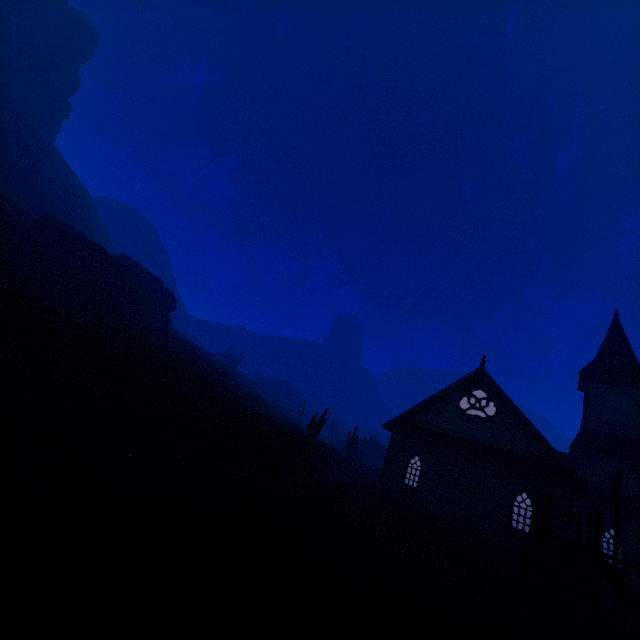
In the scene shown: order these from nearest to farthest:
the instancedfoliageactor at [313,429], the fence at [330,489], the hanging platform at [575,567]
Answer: the fence at [330,489]
the hanging platform at [575,567]
the instancedfoliageactor at [313,429]

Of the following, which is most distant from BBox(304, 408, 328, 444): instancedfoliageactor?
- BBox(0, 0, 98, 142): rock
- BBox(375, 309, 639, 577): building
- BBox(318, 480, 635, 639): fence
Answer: BBox(0, 0, 98, 142): rock

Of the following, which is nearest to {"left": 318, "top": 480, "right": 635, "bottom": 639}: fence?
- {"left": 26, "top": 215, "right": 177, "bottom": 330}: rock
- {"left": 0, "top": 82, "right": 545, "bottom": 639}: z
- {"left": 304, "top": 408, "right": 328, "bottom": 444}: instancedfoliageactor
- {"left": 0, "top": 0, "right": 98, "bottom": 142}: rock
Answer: {"left": 0, "top": 82, "right": 545, "bottom": 639}: z

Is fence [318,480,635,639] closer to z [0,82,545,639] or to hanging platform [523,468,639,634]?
z [0,82,545,639]

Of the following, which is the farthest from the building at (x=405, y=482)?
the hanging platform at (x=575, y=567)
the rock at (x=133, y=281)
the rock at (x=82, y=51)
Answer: the rock at (x=82, y=51)

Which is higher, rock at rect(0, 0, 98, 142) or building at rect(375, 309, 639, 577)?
rock at rect(0, 0, 98, 142)

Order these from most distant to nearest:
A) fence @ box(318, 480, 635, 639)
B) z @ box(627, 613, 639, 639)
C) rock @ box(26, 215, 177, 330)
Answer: rock @ box(26, 215, 177, 330) → z @ box(627, 613, 639, 639) → fence @ box(318, 480, 635, 639)

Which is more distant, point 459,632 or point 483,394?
point 483,394
